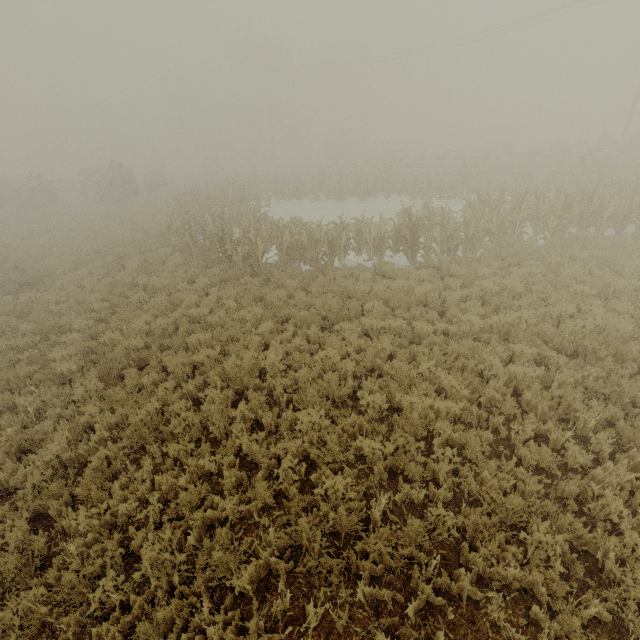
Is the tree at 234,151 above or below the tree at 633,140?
above

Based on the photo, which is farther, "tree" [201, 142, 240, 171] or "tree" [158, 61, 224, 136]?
"tree" [158, 61, 224, 136]

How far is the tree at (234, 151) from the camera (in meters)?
47.81

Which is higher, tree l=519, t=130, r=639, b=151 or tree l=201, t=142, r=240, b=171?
tree l=201, t=142, r=240, b=171

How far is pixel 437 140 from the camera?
48.6 meters

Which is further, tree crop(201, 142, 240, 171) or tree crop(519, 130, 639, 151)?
tree crop(201, 142, 240, 171)

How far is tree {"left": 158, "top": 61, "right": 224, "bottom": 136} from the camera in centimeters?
5500cm
